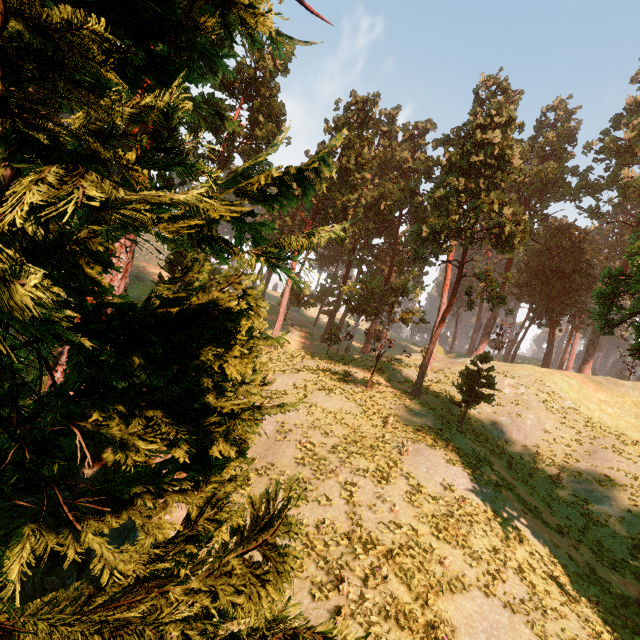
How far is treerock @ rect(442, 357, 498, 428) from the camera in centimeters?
2323cm

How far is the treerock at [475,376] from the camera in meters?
23.2 m

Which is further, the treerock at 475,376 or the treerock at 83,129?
the treerock at 475,376

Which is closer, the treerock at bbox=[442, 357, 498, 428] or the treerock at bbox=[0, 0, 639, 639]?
the treerock at bbox=[0, 0, 639, 639]

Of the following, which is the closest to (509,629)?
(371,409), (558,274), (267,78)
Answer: (371,409)
